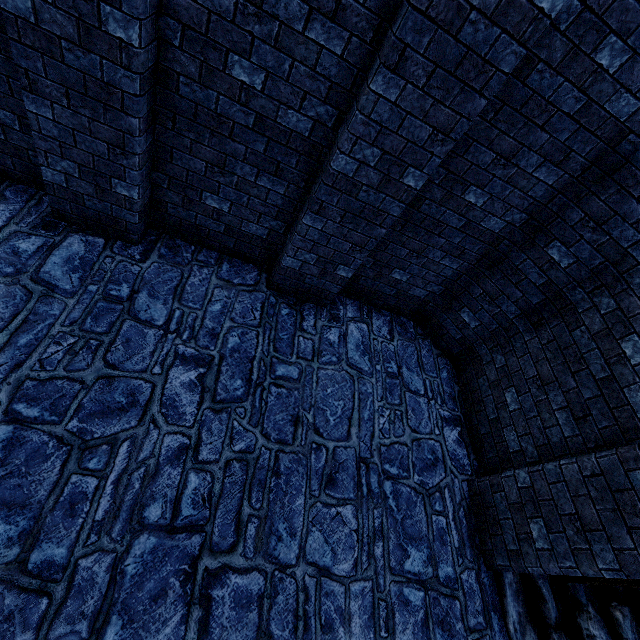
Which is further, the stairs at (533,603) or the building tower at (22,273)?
the stairs at (533,603)

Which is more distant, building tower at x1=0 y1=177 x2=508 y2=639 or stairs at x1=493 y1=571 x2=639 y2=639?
stairs at x1=493 y1=571 x2=639 y2=639

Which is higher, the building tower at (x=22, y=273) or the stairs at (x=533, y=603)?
the stairs at (x=533, y=603)

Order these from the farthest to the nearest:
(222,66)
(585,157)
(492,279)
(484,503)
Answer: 1. (492,279)
2. (484,503)
3. (585,157)
4. (222,66)

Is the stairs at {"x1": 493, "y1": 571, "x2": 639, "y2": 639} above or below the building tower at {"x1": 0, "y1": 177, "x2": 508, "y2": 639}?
above
